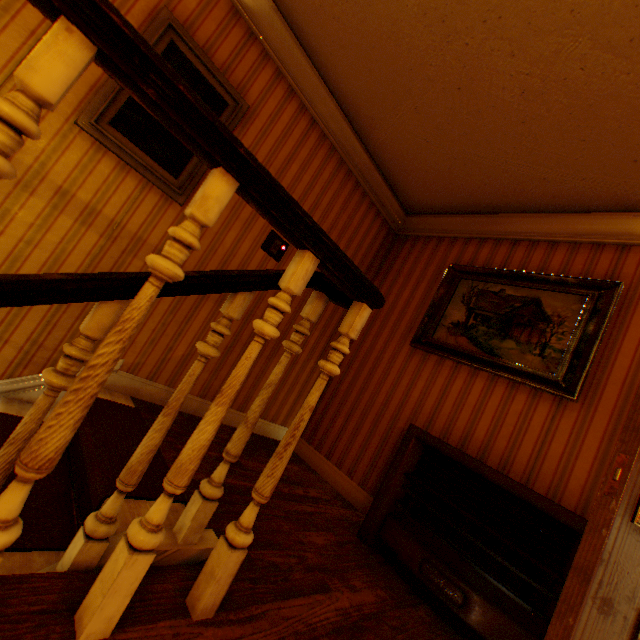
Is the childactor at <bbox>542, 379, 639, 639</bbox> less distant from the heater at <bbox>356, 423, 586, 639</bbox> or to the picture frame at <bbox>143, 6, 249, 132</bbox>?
the heater at <bbox>356, 423, 586, 639</bbox>

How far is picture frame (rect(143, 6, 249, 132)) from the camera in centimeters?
214cm

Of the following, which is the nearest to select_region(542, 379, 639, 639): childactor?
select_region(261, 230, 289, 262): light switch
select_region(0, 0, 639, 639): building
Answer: select_region(0, 0, 639, 639): building

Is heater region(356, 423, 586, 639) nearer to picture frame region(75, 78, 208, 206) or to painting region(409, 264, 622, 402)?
painting region(409, 264, 622, 402)

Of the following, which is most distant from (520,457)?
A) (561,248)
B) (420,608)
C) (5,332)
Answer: (5,332)

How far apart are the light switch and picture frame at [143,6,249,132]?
0.74m

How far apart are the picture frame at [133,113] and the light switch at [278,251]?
0.7 meters

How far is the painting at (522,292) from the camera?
2.4m
